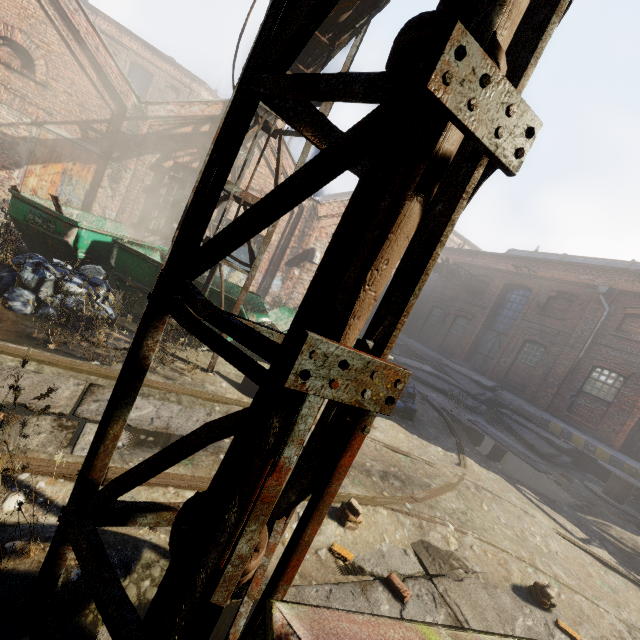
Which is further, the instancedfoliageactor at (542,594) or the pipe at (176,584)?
the instancedfoliageactor at (542,594)

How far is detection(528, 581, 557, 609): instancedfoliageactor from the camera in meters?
3.9 m

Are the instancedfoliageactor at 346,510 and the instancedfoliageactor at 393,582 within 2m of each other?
yes

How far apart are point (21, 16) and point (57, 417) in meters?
13.2

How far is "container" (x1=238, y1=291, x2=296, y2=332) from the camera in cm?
809

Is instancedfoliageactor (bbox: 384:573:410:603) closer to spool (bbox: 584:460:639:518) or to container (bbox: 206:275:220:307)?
container (bbox: 206:275:220:307)

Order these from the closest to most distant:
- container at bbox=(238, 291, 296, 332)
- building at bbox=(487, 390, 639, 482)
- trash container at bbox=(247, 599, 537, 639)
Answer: trash container at bbox=(247, 599, 537, 639) → container at bbox=(238, 291, 296, 332) → building at bbox=(487, 390, 639, 482)

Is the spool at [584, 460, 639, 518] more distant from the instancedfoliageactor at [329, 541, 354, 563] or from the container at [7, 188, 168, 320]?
the instancedfoliageactor at [329, 541, 354, 563]
